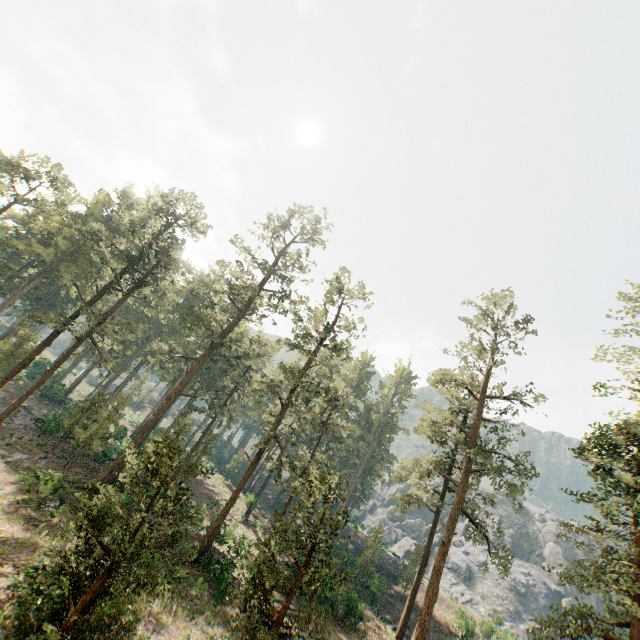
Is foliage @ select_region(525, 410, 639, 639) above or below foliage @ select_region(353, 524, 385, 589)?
above

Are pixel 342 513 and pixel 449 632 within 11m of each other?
no

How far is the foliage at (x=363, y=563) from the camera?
37.41m

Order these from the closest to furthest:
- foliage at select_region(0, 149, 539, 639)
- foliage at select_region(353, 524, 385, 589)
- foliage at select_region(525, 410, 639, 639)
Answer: foliage at select_region(0, 149, 539, 639) < foliage at select_region(525, 410, 639, 639) < foliage at select_region(353, 524, 385, 589)

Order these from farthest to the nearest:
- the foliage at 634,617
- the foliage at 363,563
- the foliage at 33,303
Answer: the foliage at 363,563 < the foliage at 634,617 < the foliage at 33,303

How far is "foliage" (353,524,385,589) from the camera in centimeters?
3741cm

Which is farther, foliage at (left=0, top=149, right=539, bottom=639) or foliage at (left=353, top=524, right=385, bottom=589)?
foliage at (left=353, top=524, right=385, bottom=589)
